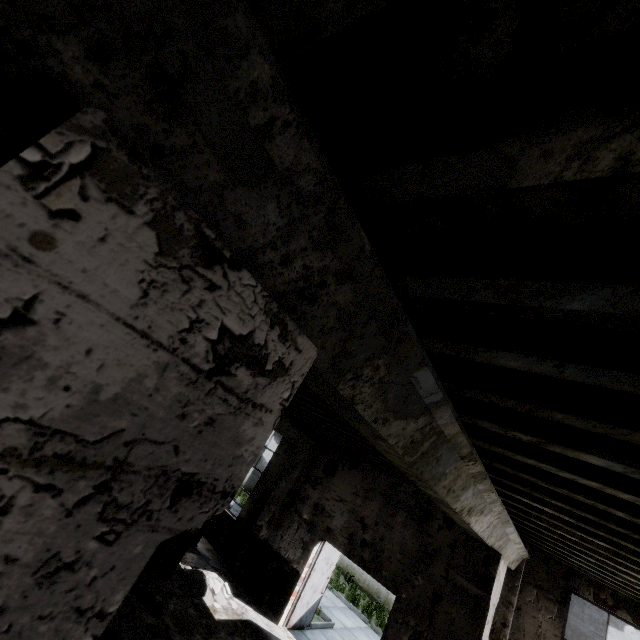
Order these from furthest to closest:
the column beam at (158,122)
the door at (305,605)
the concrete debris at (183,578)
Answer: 1. the door at (305,605)
2. the concrete debris at (183,578)
3. the column beam at (158,122)

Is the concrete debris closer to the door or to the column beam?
the door

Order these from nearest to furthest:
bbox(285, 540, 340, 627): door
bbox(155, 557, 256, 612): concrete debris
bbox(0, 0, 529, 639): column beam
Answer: bbox(0, 0, 529, 639): column beam, bbox(155, 557, 256, 612): concrete debris, bbox(285, 540, 340, 627): door

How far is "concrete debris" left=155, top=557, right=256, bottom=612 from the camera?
7.1m

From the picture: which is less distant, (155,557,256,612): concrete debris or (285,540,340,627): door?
(155,557,256,612): concrete debris

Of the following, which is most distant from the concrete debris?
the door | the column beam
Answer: the column beam

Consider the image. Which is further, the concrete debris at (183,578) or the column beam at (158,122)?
the concrete debris at (183,578)

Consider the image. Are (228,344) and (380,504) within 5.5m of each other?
no
